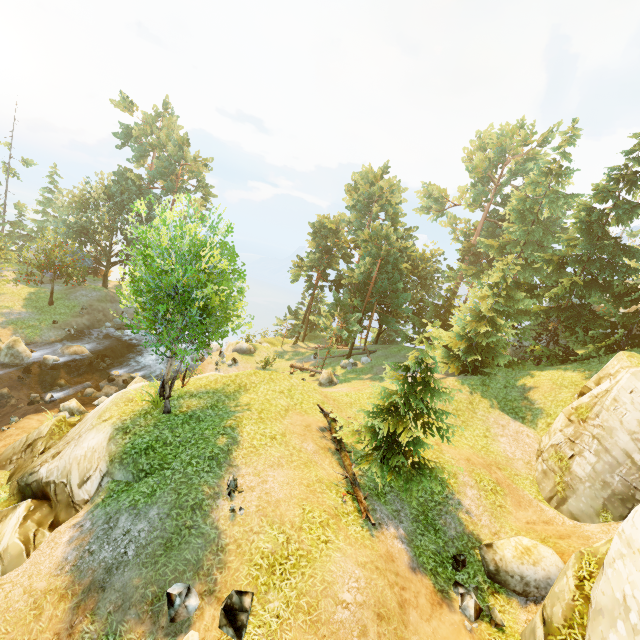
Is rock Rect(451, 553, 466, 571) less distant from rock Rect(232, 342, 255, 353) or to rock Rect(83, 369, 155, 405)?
rock Rect(83, 369, 155, 405)

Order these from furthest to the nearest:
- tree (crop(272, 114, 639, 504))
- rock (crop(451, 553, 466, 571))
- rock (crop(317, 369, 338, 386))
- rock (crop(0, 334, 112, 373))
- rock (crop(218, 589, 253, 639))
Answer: rock (crop(317, 369, 338, 386)) < rock (crop(0, 334, 112, 373)) < tree (crop(272, 114, 639, 504)) < rock (crop(451, 553, 466, 571)) < rock (crop(218, 589, 253, 639))

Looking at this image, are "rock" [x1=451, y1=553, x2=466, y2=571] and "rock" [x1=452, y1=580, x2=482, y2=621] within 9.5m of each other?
yes

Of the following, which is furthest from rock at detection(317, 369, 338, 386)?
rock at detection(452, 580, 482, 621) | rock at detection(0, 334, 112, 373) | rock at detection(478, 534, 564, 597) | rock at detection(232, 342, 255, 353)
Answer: rock at detection(0, 334, 112, 373)

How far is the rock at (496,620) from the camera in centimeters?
955cm

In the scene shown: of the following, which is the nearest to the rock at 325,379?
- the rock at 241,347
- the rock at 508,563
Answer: the rock at 241,347

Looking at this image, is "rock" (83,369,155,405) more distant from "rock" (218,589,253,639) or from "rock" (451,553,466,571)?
"rock" (451,553,466,571)

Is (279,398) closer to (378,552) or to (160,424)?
(160,424)
